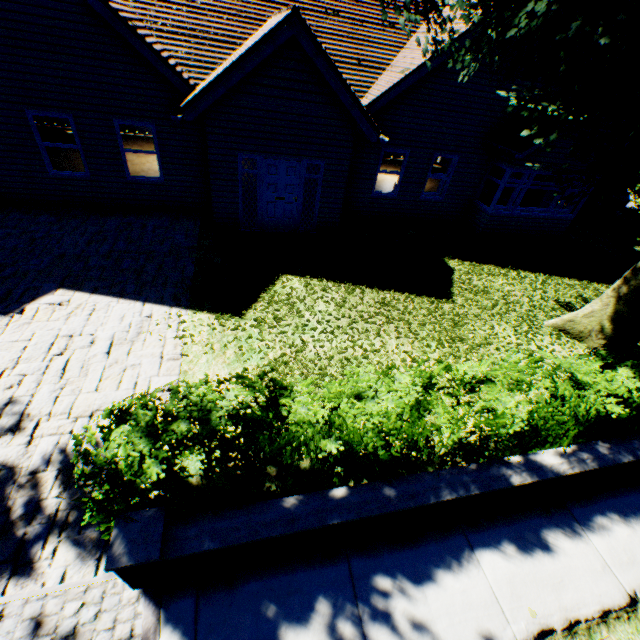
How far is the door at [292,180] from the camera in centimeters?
945cm

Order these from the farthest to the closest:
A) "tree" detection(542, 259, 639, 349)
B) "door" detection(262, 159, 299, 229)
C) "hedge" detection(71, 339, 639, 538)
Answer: "door" detection(262, 159, 299, 229) < "tree" detection(542, 259, 639, 349) < "hedge" detection(71, 339, 639, 538)

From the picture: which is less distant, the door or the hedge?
the hedge

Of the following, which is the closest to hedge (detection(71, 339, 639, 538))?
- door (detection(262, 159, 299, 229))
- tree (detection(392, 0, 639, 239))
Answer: tree (detection(392, 0, 639, 239))

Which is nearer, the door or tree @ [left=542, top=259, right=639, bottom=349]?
tree @ [left=542, top=259, right=639, bottom=349]

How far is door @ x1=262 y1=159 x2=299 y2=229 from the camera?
9.45m

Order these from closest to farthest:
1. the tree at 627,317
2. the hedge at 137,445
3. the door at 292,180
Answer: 1. the hedge at 137,445
2. the tree at 627,317
3. the door at 292,180

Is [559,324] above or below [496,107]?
below
